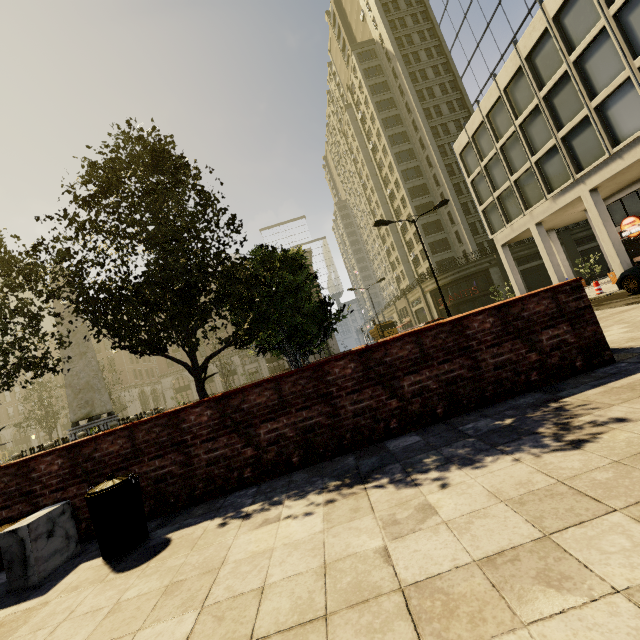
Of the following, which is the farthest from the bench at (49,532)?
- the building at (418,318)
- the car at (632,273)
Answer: the building at (418,318)

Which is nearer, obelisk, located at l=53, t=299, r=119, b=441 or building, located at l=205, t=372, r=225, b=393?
obelisk, located at l=53, t=299, r=119, b=441

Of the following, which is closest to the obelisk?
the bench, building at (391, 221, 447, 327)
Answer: the bench

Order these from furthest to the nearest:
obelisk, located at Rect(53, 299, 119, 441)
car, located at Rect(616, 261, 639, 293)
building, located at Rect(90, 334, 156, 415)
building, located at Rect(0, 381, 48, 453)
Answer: building, located at Rect(90, 334, 156, 415), building, located at Rect(0, 381, 48, 453), obelisk, located at Rect(53, 299, 119, 441), car, located at Rect(616, 261, 639, 293)

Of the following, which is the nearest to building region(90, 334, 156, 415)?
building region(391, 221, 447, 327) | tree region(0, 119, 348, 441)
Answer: building region(391, 221, 447, 327)

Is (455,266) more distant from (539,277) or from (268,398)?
(268,398)

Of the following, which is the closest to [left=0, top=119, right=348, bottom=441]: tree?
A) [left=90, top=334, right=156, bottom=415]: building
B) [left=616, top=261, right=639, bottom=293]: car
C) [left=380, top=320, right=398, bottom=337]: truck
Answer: [left=616, top=261, right=639, bottom=293]: car

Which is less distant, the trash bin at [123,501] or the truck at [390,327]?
the trash bin at [123,501]
